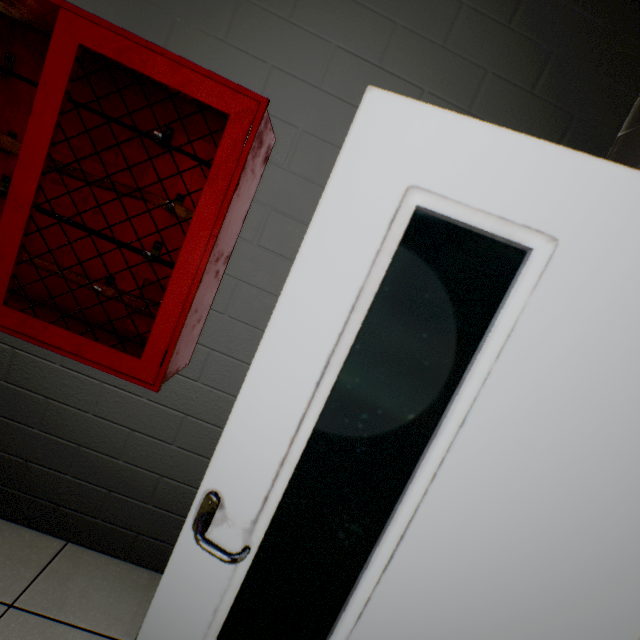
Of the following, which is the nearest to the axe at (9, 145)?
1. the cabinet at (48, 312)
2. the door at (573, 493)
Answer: the cabinet at (48, 312)

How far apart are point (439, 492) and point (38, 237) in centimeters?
172cm

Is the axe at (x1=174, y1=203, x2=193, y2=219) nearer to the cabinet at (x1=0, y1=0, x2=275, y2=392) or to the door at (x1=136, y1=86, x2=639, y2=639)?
the cabinet at (x1=0, y1=0, x2=275, y2=392)

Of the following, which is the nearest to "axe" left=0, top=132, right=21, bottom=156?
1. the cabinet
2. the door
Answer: the cabinet

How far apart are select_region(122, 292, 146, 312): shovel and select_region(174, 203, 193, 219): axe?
0.2m

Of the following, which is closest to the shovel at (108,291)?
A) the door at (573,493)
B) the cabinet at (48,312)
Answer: the cabinet at (48,312)

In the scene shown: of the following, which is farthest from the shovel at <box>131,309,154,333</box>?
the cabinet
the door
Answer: the door

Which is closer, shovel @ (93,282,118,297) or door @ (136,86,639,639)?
door @ (136,86,639,639)
